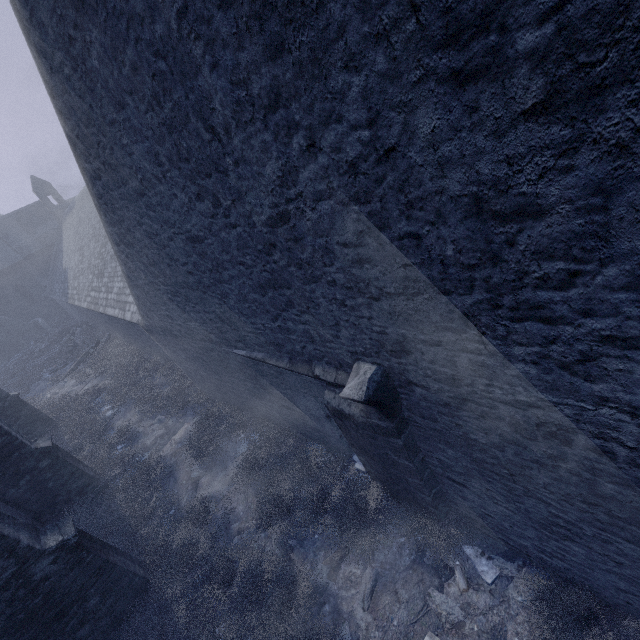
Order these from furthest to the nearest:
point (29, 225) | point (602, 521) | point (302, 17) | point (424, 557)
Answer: point (29, 225) → point (424, 557) → point (602, 521) → point (302, 17)

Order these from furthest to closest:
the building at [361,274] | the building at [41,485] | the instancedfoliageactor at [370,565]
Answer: the building at [41,485] < the instancedfoliageactor at [370,565] < the building at [361,274]

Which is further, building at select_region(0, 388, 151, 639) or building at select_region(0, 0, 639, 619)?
building at select_region(0, 388, 151, 639)

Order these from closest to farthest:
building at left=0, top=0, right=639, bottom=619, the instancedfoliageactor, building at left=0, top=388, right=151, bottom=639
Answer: building at left=0, top=0, right=639, bottom=619, the instancedfoliageactor, building at left=0, top=388, right=151, bottom=639

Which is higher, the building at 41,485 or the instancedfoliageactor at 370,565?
the building at 41,485

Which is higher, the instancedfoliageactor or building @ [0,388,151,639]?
building @ [0,388,151,639]

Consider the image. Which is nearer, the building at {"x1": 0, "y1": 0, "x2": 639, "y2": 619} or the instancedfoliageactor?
the building at {"x1": 0, "y1": 0, "x2": 639, "y2": 619}
